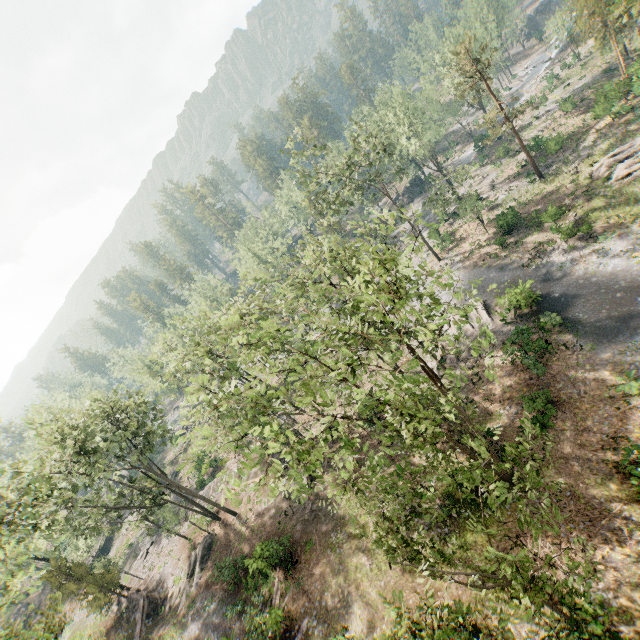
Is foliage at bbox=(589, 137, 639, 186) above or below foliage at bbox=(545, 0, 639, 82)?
below

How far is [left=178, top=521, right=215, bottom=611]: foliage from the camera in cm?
2800

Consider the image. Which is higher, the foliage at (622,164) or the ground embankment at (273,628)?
the ground embankment at (273,628)

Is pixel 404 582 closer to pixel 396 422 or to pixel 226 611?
pixel 396 422

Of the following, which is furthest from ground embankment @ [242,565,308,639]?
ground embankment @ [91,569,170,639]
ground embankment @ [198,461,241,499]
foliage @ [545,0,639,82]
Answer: ground embankment @ [198,461,241,499]

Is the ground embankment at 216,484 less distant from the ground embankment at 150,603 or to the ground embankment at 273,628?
the ground embankment at 150,603

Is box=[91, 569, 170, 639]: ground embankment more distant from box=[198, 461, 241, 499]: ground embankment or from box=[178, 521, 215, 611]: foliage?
box=[198, 461, 241, 499]: ground embankment
